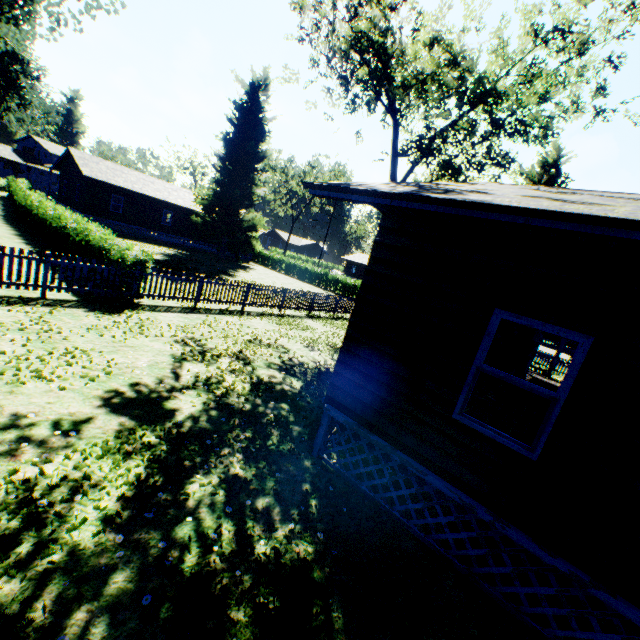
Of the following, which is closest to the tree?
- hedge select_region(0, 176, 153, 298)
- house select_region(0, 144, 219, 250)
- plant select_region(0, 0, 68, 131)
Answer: hedge select_region(0, 176, 153, 298)

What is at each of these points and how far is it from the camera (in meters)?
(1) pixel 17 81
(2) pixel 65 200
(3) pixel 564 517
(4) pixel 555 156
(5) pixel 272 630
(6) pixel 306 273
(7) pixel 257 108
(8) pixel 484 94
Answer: (1) plant, 32.81
(2) house, 33.91
(3) house, 3.66
(4) plant, 23.70
(5) plant, 3.06
(6) hedge, 39.81
(7) plant, 34.38
(8) tree, 16.41

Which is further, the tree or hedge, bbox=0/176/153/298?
the tree

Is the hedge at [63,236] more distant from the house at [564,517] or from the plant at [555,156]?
the house at [564,517]

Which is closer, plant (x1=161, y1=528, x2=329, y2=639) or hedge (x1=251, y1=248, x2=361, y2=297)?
plant (x1=161, y1=528, x2=329, y2=639)

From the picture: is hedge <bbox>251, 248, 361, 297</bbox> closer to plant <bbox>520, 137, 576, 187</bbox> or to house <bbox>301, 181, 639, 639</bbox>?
plant <bbox>520, 137, 576, 187</bbox>

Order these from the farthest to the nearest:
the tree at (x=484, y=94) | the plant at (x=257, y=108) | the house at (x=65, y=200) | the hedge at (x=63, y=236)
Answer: the plant at (x=257, y=108) → the house at (x=65, y=200) → the tree at (x=484, y=94) → the hedge at (x=63, y=236)

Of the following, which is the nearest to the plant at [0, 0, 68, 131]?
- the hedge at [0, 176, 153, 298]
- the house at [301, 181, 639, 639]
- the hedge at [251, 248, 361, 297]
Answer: the house at [301, 181, 639, 639]
